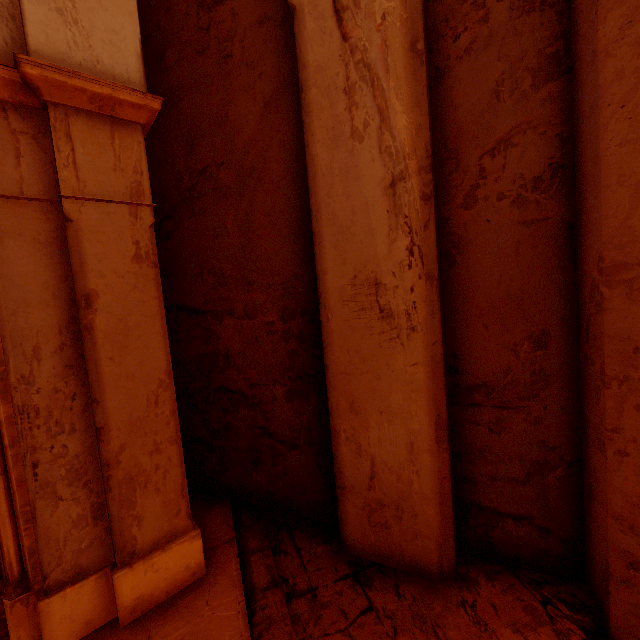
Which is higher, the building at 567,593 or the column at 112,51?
the column at 112,51

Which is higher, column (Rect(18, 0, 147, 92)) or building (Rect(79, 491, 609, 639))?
column (Rect(18, 0, 147, 92))

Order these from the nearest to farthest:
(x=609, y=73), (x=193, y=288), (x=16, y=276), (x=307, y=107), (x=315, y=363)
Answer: (x=609, y=73) → (x=16, y=276) → (x=307, y=107) → (x=315, y=363) → (x=193, y=288)
